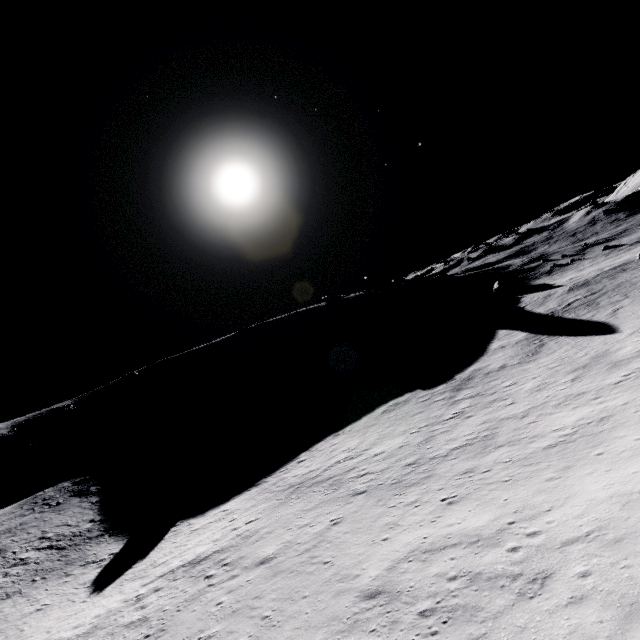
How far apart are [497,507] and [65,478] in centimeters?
6819cm
